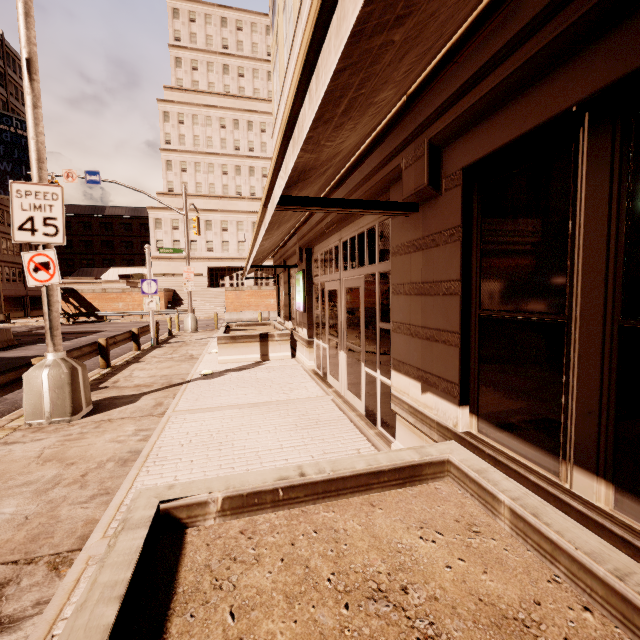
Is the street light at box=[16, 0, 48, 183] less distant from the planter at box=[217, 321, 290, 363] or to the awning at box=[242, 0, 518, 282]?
the awning at box=[242, 0, 518, 282]

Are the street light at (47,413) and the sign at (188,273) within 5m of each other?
no

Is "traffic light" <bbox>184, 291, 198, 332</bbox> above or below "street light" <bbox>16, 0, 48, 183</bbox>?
below

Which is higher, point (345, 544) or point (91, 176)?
point (91, 176)

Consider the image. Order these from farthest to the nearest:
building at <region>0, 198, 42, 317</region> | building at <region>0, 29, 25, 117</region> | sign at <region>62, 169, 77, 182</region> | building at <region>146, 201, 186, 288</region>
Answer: building at <region>146, 201, 186, 288</region> → building at <region>0, 29, 25, 117</region> → building at <region>0, 198, 42, 317</region> → sign at <region>62, 169, 77, 182</region>

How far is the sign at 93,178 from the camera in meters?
18.7 m

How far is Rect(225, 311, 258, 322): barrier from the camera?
29.7 meters

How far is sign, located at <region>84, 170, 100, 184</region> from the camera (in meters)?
18.74
